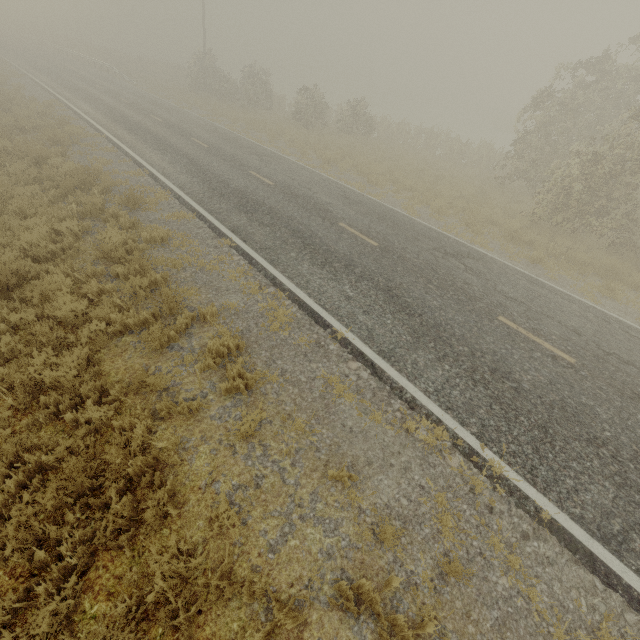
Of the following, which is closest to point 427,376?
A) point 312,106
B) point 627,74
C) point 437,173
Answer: point 437,173

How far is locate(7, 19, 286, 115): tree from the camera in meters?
28.0

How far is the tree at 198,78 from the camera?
28.0m
